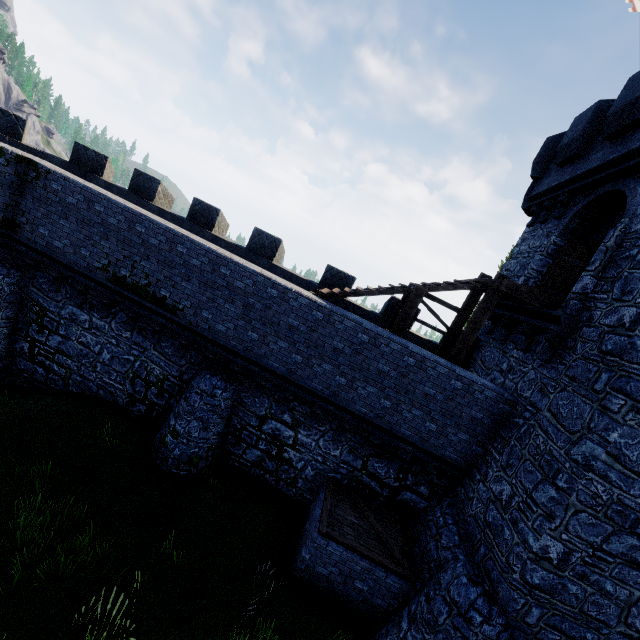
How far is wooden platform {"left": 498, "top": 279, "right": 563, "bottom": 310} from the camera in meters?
9.0

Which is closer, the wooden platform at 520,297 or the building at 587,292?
the building at 587,292

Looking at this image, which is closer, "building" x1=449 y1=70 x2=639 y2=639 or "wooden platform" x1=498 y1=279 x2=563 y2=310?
"building" x1=449 y1=70 x2=639 y2=639

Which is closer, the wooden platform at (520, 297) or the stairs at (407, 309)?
the wooden platform at (520, 297)

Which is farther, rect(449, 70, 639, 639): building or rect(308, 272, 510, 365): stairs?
rect(308, 272, 510, 365): stairs

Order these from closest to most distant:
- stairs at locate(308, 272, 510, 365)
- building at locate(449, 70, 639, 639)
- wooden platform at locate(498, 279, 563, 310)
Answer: building at locate(449, 70, 639, 639), wooden platform at locate(498, 279, 563, 310), stairs at locate(308, 272, 510, 365)

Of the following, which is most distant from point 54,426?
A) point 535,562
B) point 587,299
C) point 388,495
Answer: point 587,299

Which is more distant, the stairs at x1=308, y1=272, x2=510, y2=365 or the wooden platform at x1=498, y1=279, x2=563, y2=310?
the stairs at x1=308, y1=272, x2=510, y2=365
